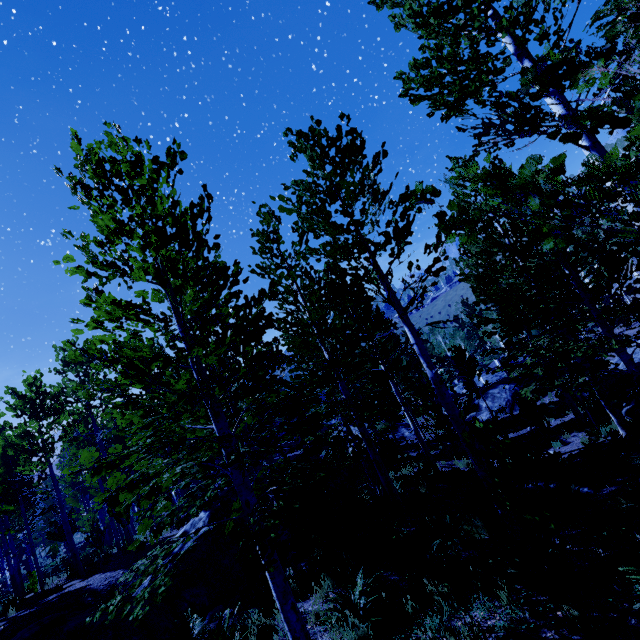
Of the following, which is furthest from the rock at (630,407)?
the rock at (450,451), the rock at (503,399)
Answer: the rock at (503,399)

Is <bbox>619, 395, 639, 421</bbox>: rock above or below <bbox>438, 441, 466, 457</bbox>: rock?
above

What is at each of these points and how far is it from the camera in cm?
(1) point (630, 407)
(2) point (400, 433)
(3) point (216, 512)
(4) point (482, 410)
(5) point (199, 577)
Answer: (1) rock, 1136
(2) rock, 2880
(3) rock, 1141
(4) rock, 2553
(5) rock, 949

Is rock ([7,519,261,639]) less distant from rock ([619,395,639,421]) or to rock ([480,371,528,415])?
rock ([480,371,528,415])

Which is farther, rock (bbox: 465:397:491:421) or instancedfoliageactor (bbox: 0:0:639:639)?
rock (bbox: 465:397:491:421)

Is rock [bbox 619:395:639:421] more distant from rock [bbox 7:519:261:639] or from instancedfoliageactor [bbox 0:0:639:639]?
rock [bbox 7:519:261:639]

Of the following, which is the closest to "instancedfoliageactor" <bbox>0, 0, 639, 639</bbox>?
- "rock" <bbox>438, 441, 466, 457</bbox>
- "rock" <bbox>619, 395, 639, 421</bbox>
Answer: "rock" <bbox>619, 395, 639, 421</bbox>

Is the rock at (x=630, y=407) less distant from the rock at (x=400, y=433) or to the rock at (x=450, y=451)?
the rock at (x=450, y=451)
